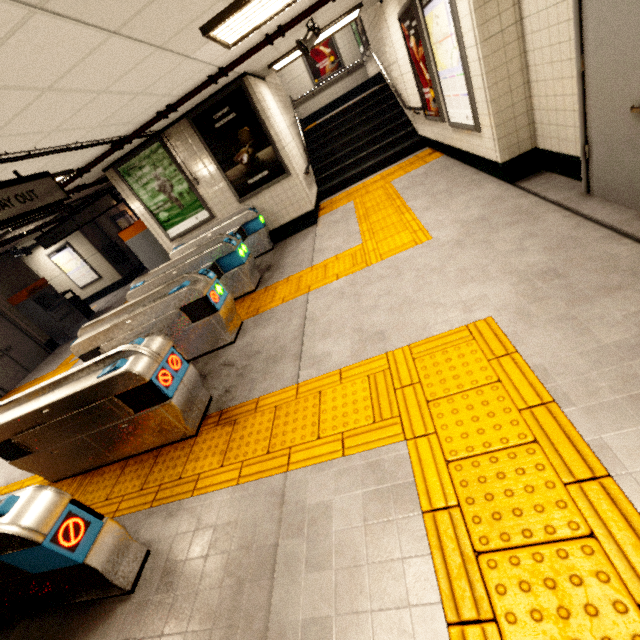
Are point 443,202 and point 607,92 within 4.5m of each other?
yes

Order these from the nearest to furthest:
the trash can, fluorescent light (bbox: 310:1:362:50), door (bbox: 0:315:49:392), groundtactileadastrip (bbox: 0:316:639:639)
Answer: groundtactileadastrip (bbox: 0:316:639:639), fluorescent light (bbox: 310:1:362:50), door (bbox: 0:315:49:392), the trash can

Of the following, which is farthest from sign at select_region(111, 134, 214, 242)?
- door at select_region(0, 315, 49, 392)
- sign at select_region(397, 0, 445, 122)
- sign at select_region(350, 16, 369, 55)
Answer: sign at select_region(350, 16, 369, 55)

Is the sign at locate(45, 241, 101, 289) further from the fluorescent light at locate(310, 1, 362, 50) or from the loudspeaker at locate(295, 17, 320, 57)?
the loudspeaker at locate(295, 17, 320, 57)

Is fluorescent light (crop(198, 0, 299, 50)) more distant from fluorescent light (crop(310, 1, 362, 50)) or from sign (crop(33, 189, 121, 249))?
sign (crop(33, 189, 121, 249))

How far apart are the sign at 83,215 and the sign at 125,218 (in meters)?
5.02

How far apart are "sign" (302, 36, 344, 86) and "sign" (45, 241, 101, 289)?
11.5 meters

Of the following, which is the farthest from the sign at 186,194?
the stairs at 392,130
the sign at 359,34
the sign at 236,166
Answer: the sign at 359,34
